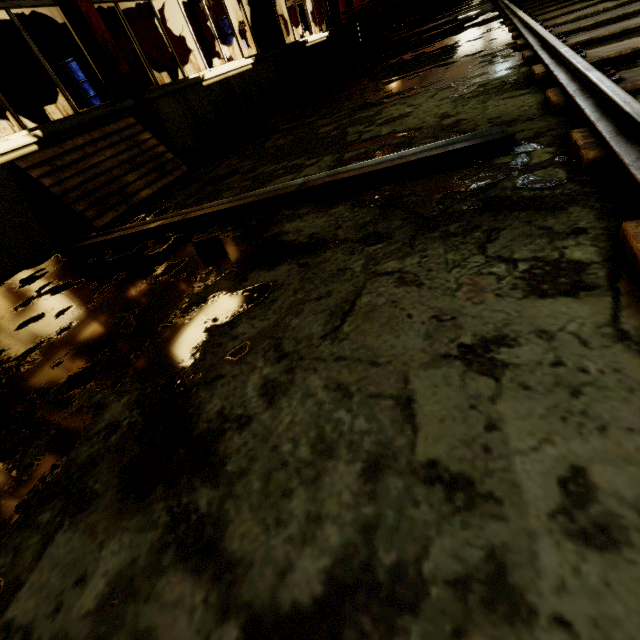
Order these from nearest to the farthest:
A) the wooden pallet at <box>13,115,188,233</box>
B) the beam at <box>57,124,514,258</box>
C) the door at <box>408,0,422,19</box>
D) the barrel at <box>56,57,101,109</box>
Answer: the beam at <box>57,124,514,258</box> < the wooden pallet at <box>13,115,188,233</box> < the barrel at <box>56,57,101,109</box> < the door at <box>408,0,422,19</box>

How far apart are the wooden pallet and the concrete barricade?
11.1m

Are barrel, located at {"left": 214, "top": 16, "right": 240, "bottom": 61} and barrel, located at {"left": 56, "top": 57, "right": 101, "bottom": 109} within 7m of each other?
yes

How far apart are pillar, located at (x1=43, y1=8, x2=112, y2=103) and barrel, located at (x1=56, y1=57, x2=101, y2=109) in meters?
4.1

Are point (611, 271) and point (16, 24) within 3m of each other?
no

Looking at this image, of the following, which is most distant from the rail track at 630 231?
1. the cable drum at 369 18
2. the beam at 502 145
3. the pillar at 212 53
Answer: the pillar at 212 53

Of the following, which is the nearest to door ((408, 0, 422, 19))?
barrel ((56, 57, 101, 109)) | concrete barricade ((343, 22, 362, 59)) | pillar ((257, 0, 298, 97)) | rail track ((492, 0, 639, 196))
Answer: rail track ((492, 0, 639, 196))

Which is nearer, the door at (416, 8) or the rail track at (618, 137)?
the rail track at (618, 137)
